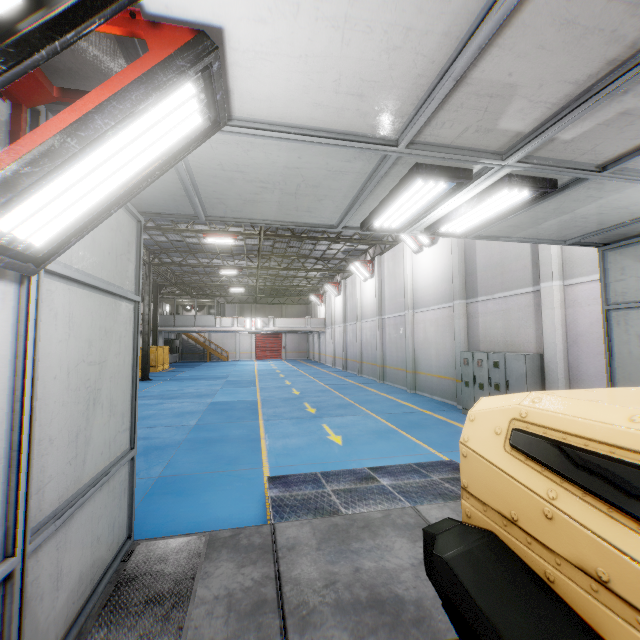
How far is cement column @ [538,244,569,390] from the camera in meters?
8.2 m

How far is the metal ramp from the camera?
4.6 meters

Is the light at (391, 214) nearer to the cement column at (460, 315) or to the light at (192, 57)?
the light at (192, 57)

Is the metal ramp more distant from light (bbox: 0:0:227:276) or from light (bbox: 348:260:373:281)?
light (bbox: 348:260:373:281)

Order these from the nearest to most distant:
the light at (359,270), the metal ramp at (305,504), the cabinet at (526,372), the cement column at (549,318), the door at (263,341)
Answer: the metal ramp at (305,504), the cement column at (549,318), the cabinet at (526,372), the light at (359,270), the door at (263,341)

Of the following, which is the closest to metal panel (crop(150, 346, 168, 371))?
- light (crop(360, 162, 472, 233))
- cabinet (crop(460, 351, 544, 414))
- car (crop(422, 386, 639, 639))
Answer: car (crop(422, 386, 639, 639))

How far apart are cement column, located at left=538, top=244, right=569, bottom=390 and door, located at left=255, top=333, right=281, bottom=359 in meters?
39.4 m

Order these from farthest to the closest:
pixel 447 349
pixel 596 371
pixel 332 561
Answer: pixel 447 349
pixel 596 371
pixel 332 561
